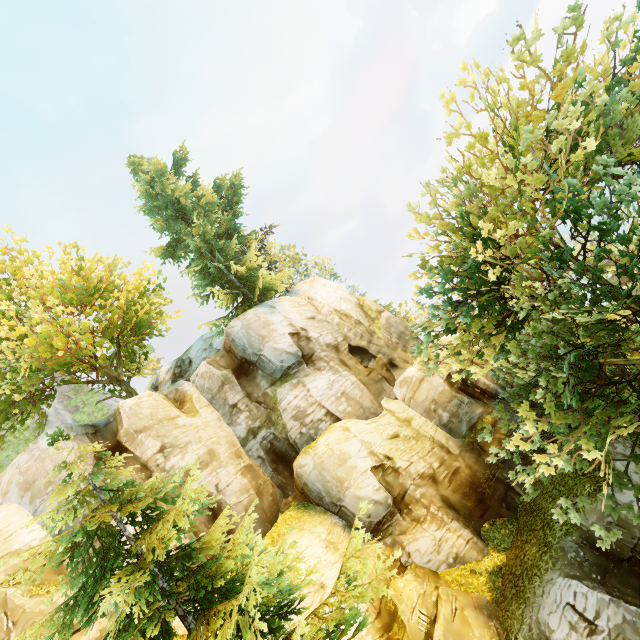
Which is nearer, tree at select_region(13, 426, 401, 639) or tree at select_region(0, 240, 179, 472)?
tree at select_region(13, 426, 401, 639)

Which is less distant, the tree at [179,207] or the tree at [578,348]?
the tree at [578,348]

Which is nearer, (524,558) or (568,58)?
(568,58)

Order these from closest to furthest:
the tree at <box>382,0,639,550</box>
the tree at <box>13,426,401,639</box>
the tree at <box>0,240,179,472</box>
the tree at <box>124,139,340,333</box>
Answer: the tree at <box>13,426,401,639</box> → the tree at <box>382,0,639,550</box> → the tree at <box>0,240,179,472</box> → the tree at <box>124,139,340,333</box>

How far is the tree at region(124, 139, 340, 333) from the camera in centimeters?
2175cm
